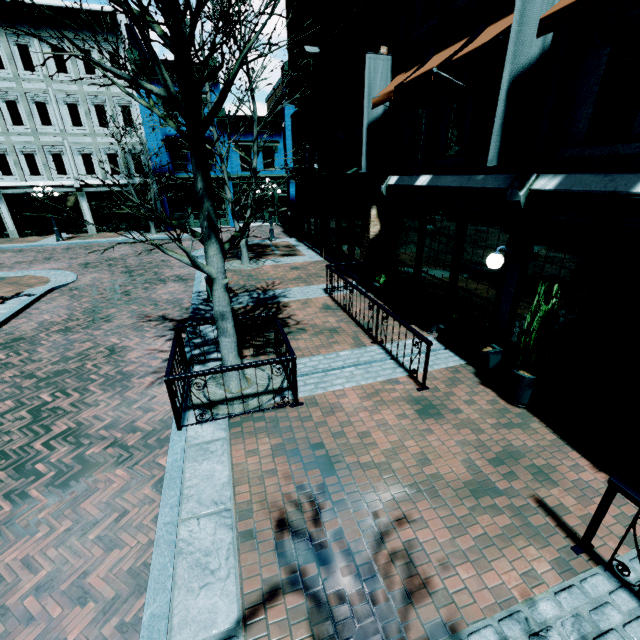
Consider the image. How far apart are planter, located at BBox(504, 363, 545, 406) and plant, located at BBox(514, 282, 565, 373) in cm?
14

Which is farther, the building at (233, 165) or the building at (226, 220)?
the building at (226, 220)

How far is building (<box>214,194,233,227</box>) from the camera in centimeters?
2603cm

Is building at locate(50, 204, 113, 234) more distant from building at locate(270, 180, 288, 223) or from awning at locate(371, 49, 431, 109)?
awning at locate(371, 49, 431, 109)

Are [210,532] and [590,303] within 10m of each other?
yes

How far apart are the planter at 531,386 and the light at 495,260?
1.80m

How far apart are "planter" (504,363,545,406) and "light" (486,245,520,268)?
1.80m

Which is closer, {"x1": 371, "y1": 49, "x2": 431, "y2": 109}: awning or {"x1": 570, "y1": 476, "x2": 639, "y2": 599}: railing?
{"x1": 570, "y1": 476, "x2": 639, "y2": 599}: railing
